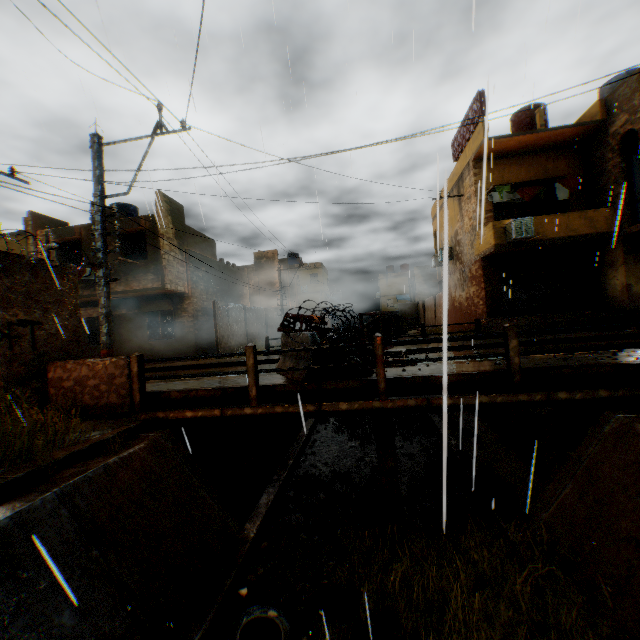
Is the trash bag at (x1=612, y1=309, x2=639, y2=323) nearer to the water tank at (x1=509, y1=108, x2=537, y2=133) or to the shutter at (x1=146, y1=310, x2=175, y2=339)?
the water tank at (x1=509, y1=108, x2=537, y2=133)

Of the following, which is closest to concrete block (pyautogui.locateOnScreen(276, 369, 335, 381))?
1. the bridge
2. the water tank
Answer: the bridge

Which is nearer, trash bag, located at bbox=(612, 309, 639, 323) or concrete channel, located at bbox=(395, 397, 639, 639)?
concrete channel, located at bbox=(395, 397, 639, 639)

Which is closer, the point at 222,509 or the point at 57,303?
the point at 222,509

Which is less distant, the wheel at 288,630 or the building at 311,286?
the wheel at 288,630

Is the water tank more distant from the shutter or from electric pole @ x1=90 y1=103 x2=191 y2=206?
the shutter

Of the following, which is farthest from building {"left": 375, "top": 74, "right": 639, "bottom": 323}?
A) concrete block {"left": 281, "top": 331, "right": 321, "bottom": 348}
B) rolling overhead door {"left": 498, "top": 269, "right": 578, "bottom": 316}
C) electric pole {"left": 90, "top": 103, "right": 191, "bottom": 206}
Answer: electric pole {"left": 90, "top": 103, "right": 191, "bottom": 206}

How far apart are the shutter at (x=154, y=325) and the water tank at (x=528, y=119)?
20.32m
